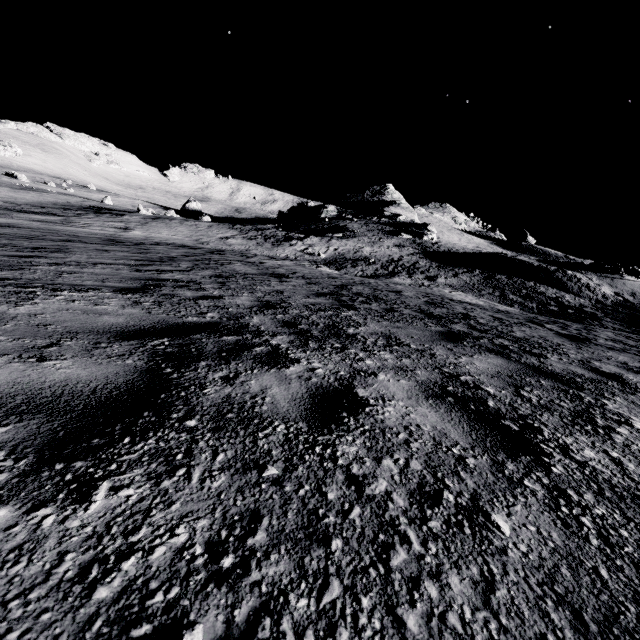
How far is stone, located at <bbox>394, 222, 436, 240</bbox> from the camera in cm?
4984

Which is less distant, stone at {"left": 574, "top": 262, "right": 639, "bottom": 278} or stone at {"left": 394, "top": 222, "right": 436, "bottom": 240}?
stone at {"left": 574, "top": 262, "right": 639, "bottom": 278}

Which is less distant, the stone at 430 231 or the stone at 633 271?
the stone at 633 271

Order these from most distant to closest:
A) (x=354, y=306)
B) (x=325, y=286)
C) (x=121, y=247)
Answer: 1. (x=121, y=247)
2. (x=325, y=286)
3. (x=354, y=306)

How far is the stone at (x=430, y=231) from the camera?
49.8 meters

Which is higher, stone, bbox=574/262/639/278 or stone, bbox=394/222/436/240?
stone, bbox=394/222/436/240
